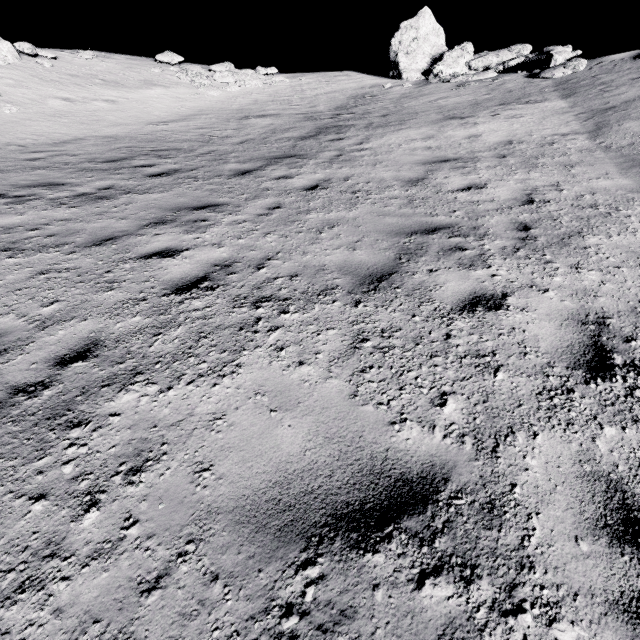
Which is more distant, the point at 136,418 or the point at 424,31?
the point at 424,31

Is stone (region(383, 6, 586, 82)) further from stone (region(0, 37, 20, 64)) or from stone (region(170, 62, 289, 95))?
stone (region(0, 37, 20, 64))

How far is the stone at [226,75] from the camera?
18.25m

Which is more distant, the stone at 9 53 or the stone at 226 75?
the stone at 226 75

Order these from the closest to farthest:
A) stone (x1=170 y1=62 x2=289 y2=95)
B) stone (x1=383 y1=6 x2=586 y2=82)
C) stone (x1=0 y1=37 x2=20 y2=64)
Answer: stone (x1=383 y1=6 x2=586 y2=82), stone (x1=0 y1=37 x2=20 y2=64), stone (x1=170 y1=62 x2=289 y2=95)

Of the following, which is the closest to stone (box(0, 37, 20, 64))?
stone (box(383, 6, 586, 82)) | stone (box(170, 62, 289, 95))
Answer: stone (box(170, 62, 289, 95))

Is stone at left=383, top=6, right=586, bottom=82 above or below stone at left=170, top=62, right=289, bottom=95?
above
